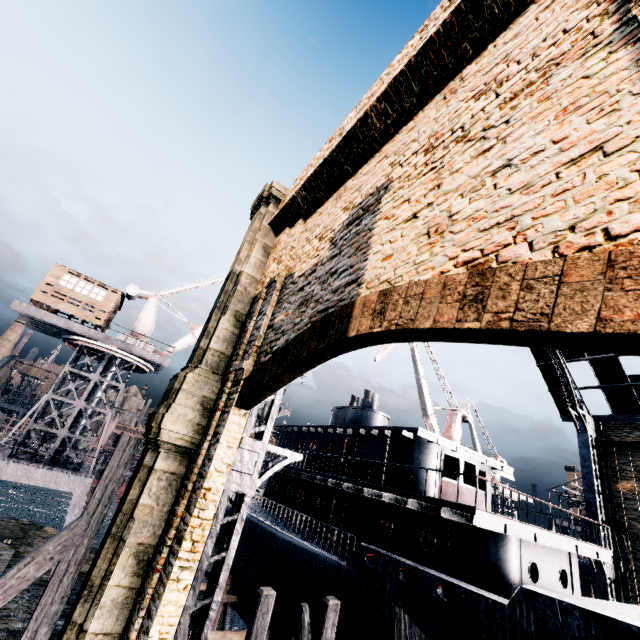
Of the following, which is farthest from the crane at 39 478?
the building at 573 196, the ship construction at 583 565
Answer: the building at 573 196

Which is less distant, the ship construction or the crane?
the crane

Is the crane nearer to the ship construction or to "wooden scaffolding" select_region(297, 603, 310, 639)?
"wooden scaffolding" select_region(297, 603, 310, 639)

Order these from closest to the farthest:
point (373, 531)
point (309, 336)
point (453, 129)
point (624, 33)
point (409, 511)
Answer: point (624, 33) → point (453, 129) → point (309, 336) → point (409, 511) → point (373, 531)

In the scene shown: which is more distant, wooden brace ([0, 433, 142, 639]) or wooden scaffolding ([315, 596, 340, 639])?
wooden scaffolding ([315, 596, 340, 639])

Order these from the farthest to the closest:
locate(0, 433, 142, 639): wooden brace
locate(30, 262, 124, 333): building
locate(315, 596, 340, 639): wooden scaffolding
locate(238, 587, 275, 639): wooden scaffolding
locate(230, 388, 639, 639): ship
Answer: locate(30, 262, 124, 333): building
locate(315, 596, 340, 639): wooden scaffolding
locate(238, 587, 275, 639): wooden scaffolding
locate(230, 388, 639, 639): ship
locate(0, 433, 142, 639): wooden brace

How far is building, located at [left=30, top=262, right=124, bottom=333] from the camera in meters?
22.9 m

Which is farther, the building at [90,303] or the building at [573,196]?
the building at [90,303]
